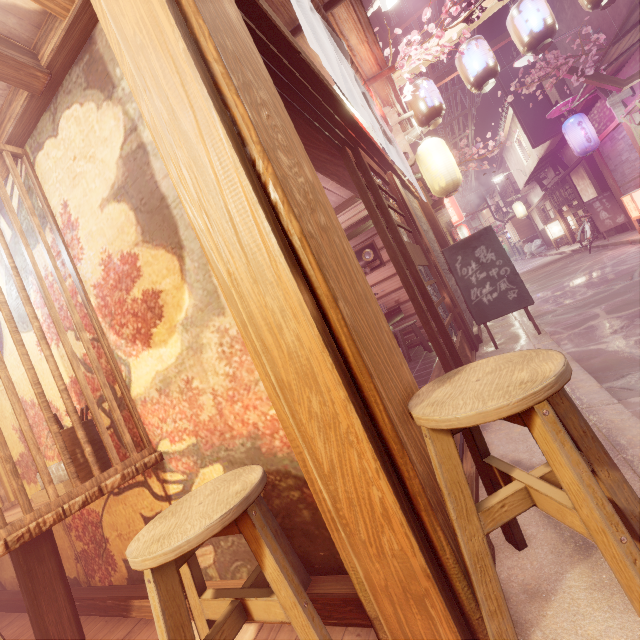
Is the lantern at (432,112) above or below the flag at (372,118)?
above

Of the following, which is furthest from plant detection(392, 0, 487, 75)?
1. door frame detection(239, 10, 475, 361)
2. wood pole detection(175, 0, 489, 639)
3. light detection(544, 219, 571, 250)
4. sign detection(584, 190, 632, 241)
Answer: light detection(544, 219, 571, 250)

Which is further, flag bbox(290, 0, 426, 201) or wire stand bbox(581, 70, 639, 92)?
wire stand bbox(581, 70, 639, 92)

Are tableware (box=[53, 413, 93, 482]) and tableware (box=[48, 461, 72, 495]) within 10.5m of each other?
yes

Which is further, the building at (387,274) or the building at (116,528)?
the building at (387,274)

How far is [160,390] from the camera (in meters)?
3.06

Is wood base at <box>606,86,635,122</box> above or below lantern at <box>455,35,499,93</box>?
below

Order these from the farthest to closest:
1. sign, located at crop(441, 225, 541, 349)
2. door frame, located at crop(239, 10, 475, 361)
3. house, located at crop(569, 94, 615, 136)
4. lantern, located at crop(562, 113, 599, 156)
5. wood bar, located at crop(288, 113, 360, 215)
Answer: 1. house, located at crop(569, 94, 615, 136)
2. lantern, located at crop(562, 113, 599, 156)
3. sign, located at crop(441, 225, 541, 349)
4. wood bar, located at crop(288, 113, 360, 215)
5. door frame, located at crop(239, 10, 475, 361)
